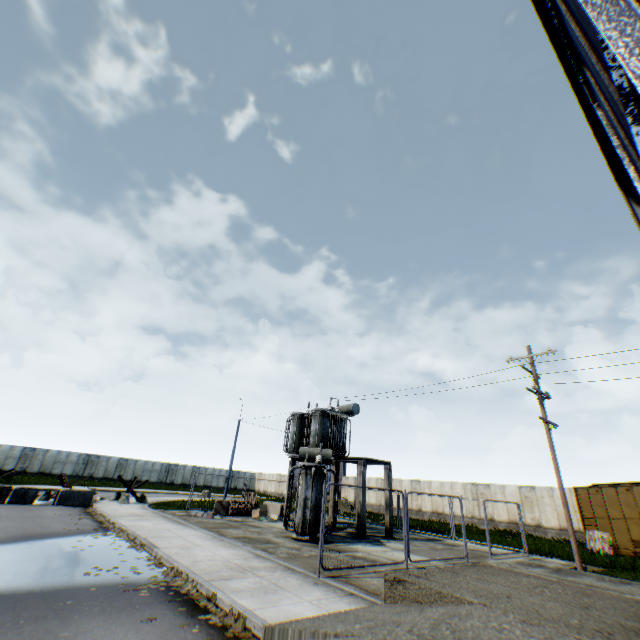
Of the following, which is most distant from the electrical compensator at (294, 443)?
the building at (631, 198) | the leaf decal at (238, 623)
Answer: the building at (631, 198)

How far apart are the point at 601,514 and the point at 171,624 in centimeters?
2416cm

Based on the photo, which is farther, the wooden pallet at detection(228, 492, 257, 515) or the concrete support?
the wooden pallet at detection(228, 492, 257, 515)

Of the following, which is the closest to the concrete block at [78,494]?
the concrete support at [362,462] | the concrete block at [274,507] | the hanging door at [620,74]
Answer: the concrete block at [274,507]

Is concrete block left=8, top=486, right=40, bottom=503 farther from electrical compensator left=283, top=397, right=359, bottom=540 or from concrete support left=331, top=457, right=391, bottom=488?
concrete support left=331, top=457, right=391, bottom=488

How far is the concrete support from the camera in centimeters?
1686cm

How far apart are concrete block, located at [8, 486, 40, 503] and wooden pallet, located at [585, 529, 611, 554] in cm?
3166

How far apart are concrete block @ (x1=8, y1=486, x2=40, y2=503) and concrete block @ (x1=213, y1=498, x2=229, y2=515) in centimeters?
975cm
